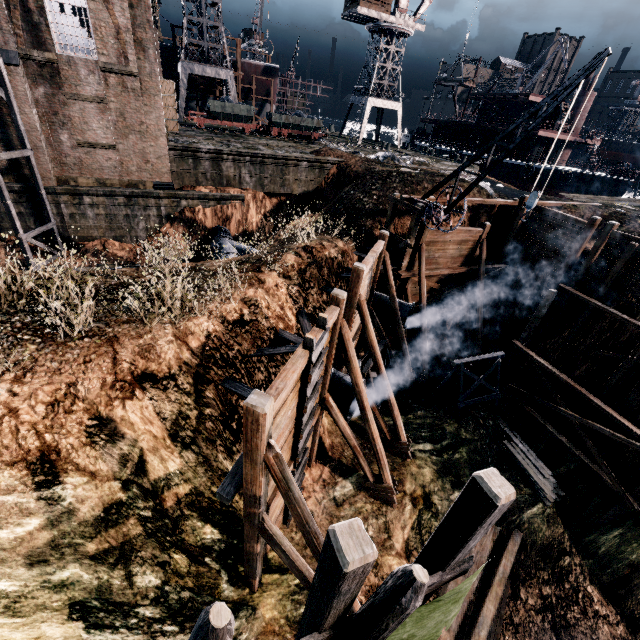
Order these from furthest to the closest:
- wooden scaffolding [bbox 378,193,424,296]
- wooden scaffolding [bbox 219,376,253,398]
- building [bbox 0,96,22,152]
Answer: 1. building [bbox 0,96,22,152]
2. wooden scaffolding [bbox 378,193,424,296]
3. wooden scaffolding [bbox 219,376,253,398]

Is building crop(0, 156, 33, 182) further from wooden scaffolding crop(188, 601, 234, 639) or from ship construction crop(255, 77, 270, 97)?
ship construction crop(255, 77, 270, 97)

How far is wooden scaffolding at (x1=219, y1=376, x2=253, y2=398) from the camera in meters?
9.7 m

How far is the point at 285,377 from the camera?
6.7 meters

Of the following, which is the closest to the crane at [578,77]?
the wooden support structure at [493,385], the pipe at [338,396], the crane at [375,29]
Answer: the wooden support structure at [493,385]

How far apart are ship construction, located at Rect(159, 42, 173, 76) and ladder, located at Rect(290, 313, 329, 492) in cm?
5536

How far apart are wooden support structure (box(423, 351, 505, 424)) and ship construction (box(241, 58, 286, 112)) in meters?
52.3

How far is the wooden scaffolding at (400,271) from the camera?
16.9 meters
